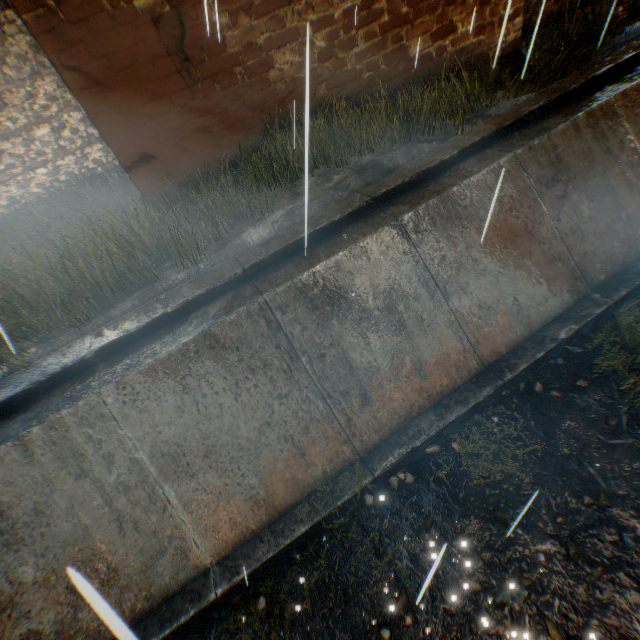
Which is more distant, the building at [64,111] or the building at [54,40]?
the building at [64,111]

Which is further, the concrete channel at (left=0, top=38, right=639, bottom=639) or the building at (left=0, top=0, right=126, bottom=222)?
the building at (left=0, top=0, right=126, bottom=222)

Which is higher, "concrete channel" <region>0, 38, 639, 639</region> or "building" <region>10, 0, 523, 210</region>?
"building" <region>10, 0, 523, 210</region>

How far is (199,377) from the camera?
3.9 meters

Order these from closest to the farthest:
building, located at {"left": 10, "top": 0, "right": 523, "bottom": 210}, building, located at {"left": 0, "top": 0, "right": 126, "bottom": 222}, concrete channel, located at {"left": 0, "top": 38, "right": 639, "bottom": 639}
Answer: concrete channel, located at {"left": 0, "top": 38, "right": 639, "bottom": 639} → building, located at {"left": 10, "top": 0, "right": 523, "bottom": 210} → building, located at {"left": 0, "top": 0, "right": 126, "bottom": 222}

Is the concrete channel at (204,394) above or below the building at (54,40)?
below
